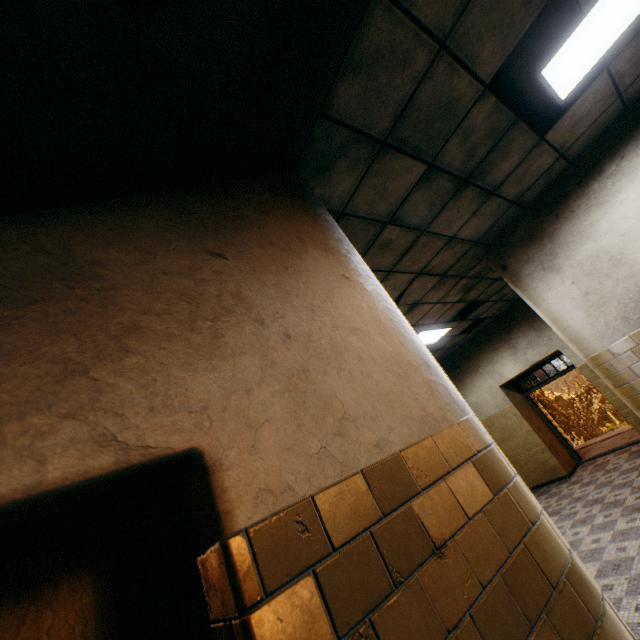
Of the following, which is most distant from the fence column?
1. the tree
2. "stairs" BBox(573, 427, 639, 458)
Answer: "stairs" BBox(573, 427, 639, 458)

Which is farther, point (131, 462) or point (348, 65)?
point (348, 65)

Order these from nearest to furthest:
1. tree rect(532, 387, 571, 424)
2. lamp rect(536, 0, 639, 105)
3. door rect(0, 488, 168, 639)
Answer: door rect(0, 488, 168, 639) → lamp rect(536, 0, 639, 105) → tree rect(532, 387, 571, 424)

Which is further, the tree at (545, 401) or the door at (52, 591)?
the tree at (545, 401)

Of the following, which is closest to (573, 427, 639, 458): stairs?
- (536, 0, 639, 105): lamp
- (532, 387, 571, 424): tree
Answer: (532, 387, 571, 424): tree

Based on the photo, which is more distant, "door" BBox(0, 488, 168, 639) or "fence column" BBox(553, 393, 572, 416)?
"fence column" BBox(553, 393, 572, 416)

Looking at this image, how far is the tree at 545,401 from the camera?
18.94m

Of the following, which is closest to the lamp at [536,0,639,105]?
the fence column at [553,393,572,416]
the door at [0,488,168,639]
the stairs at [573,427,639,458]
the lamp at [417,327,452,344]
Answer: the door at [0,488,168,639]
